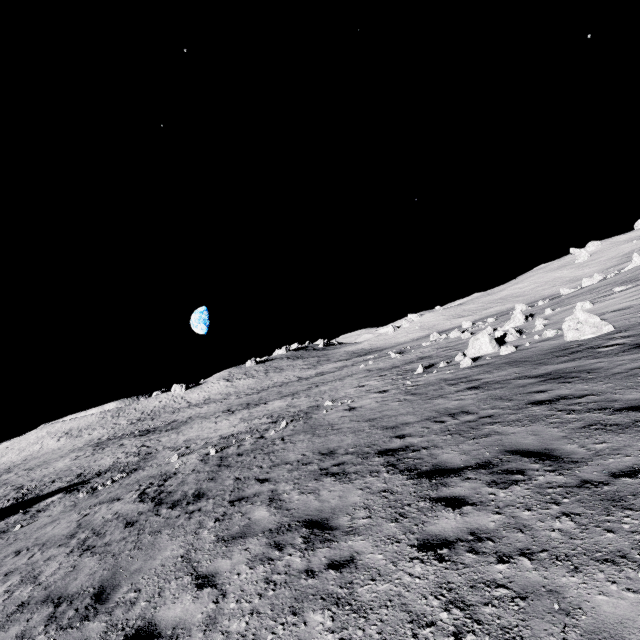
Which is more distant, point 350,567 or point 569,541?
point 350,567

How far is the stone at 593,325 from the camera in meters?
13.9 m

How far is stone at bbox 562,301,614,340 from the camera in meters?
13.9
